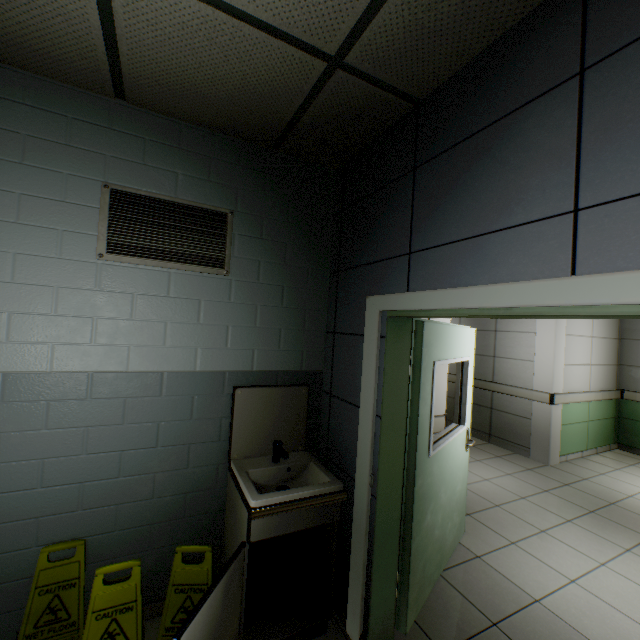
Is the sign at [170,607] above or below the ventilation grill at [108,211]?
below

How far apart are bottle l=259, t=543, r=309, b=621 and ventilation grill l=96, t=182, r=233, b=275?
1.9m

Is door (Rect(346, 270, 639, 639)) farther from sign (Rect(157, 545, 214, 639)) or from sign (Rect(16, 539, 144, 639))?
sign (Rect(16, 539, 144, 639))

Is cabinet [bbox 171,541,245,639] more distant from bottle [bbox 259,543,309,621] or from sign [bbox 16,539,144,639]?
sign [bbox 16,539,144,639]

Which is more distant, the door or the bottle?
the bottle

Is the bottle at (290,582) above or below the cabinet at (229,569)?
below

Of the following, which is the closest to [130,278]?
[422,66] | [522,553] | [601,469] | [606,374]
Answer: [422,66]

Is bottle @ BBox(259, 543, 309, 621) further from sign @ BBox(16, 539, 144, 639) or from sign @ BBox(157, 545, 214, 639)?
sign @ BBox(16, 539, 144, 639)
